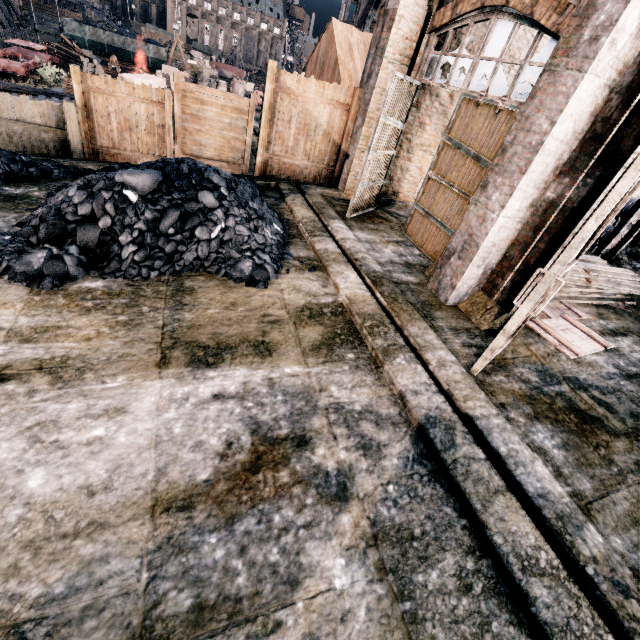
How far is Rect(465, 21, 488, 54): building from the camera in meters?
9.1 m

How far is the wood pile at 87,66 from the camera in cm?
2727

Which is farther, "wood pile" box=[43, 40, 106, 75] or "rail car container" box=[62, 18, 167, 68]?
"rail car container" box=[62, 18, 167, 68]

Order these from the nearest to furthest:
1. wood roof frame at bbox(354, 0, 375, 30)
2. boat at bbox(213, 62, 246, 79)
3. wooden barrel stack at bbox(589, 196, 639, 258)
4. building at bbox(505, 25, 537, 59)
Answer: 1. building at bbox(505, 25, 537, 59)
2. wooden barrel stack at bbox(589, 196, 639, 258)
3. wood roof frame at bbox(354, 0, 375, 30)
4. boat at bbox(213, 62, 246, 79)

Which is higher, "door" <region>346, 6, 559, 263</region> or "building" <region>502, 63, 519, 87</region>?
"building" <region>502, 63, 519, 87</region>

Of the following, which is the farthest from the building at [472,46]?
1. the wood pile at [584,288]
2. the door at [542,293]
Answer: the wood pile at [584,288]

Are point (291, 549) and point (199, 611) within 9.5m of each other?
yes

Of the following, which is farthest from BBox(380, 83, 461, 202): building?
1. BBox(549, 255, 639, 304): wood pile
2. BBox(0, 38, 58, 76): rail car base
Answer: BBox(549, 255, 639, 304): wood pile
